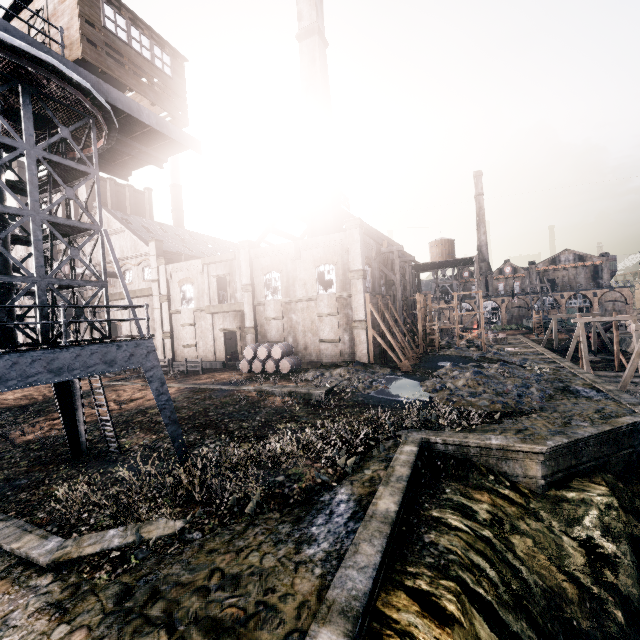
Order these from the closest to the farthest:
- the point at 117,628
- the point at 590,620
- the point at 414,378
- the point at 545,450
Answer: Result: the point at 117,628 → the point at 590,620 → the point at 545,450 → the point at 414,378

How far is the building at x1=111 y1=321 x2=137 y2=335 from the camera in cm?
4262

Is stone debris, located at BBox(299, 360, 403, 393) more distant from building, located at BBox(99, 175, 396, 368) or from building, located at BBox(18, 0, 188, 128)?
building, located at BBox(18, 0, 188, 128)

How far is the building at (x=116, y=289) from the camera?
42.9m

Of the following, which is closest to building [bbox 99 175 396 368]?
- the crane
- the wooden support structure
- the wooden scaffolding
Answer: the wooden scaffolding

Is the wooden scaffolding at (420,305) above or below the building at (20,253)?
below

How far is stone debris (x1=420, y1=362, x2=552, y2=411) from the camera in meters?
19.3

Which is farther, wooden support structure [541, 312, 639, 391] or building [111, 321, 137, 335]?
building [111, 321, 137, 335]
